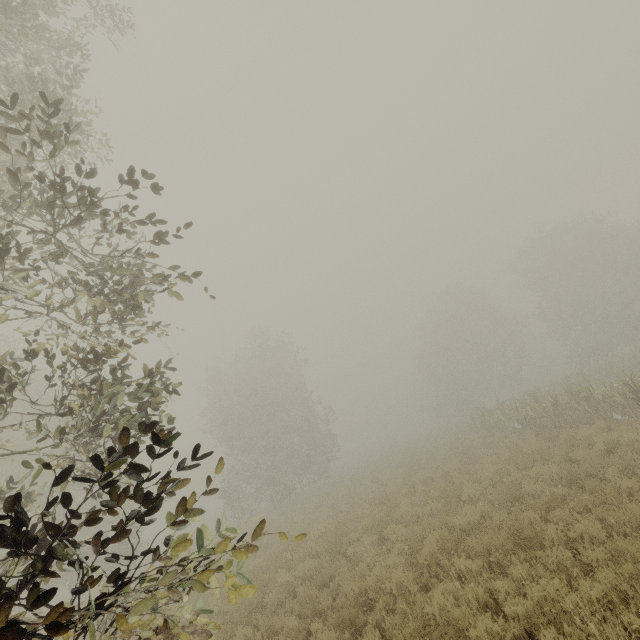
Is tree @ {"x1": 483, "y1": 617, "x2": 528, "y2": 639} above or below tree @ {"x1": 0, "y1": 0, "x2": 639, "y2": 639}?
below

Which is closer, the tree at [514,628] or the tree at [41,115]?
the tree at [41,115]

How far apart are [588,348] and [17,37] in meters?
50.2

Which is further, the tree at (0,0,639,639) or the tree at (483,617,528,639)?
the tree at (483,617,528,639)

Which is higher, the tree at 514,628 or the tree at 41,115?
the tree at 41,115
